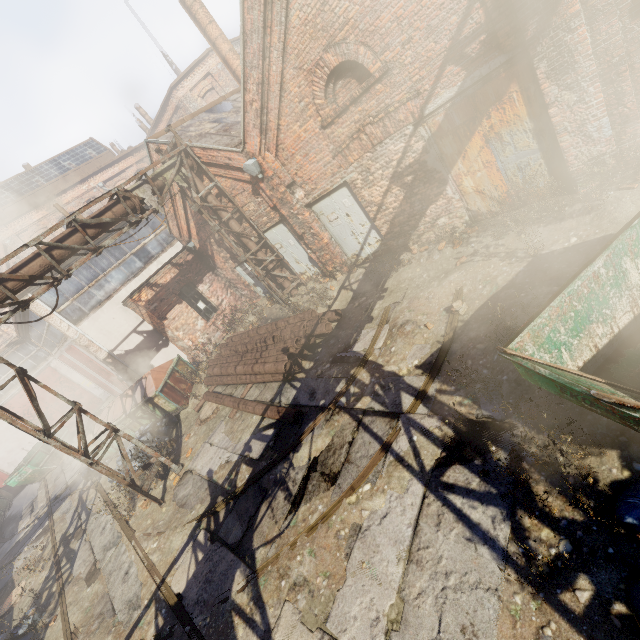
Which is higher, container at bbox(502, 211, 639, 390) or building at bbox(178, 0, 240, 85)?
building at bbox(178, 0, 240, 85)

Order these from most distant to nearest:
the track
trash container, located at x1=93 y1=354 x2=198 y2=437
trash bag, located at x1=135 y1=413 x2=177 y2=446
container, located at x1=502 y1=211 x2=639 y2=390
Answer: trash container, located at x1=93 y1=354 x2=198 y2=437, trash bag, located at x1=135 y1=413 x2=177 y2=446, the track, container, located at x1=502 y1=211 x2=639 y2=390

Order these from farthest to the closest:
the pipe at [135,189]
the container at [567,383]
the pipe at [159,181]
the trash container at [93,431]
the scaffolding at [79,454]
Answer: the trash container at [93,431] < the pipe at [159,181] < the pipe at [135,189] < the scaffolding at [79,454] < the container at [567,383]

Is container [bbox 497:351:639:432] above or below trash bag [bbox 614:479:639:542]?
above

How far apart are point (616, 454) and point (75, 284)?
16.26m

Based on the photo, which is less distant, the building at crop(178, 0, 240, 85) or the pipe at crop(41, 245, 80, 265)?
the pipe at crop(41, 245, 80, 265)

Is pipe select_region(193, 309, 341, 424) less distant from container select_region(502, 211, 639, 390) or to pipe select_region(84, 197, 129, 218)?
pipe select_region(84, 197, 129, 218)

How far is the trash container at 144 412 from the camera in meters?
11.5
